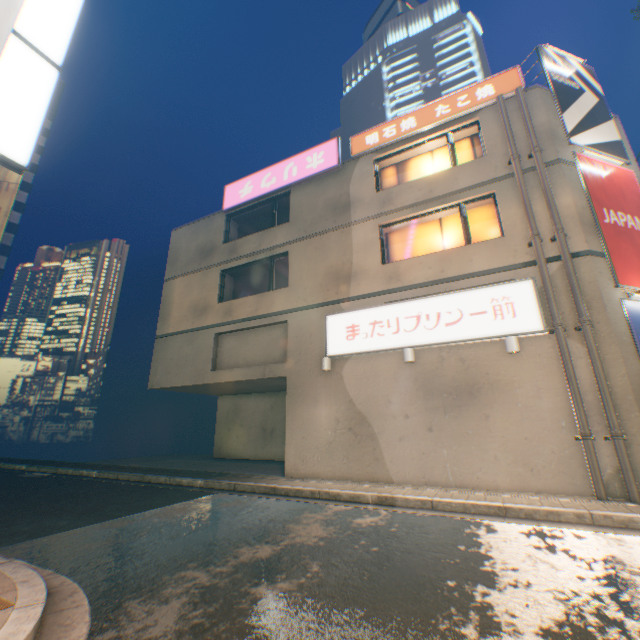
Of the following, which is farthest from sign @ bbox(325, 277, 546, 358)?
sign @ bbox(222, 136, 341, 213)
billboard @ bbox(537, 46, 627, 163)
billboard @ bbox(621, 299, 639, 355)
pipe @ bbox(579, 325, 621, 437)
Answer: sign @ bbox(222, 136, 341, 213)

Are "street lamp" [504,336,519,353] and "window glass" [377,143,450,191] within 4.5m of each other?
no

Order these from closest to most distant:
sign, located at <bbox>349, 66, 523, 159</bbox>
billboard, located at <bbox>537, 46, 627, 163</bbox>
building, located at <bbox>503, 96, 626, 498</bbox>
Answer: building, located at <bbox>503, 96, 626, 498</bbox> < billboard, located at <bbox>537, 46, 627, 163</bbox> < sign, located at <bbox>349, 66, 523, 159</bbox>

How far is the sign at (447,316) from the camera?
8.5m

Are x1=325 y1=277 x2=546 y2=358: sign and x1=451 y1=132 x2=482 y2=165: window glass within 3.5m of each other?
no

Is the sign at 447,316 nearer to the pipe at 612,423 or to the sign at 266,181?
the pipe at 612,423

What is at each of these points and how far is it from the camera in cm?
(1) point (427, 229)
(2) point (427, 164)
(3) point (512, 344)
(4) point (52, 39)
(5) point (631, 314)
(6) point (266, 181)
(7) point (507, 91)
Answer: (1) window glass, 1119
(2) window glass, 1191
(3) street lamp, 816
(4) sign, 879
(5) billboard, 797
(6) sign, 1460
(7) sign, 1045

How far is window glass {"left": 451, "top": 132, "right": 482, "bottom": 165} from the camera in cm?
1114
